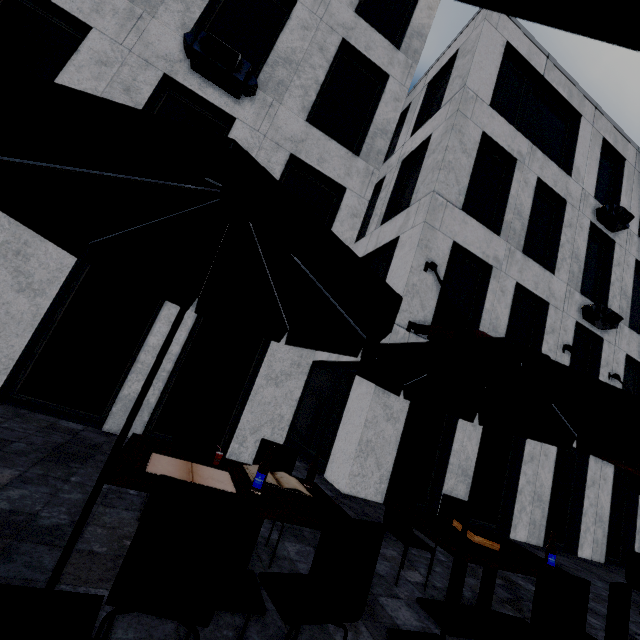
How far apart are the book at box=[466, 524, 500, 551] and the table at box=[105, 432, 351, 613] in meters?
2.4

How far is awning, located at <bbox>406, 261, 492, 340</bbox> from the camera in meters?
6.3 m

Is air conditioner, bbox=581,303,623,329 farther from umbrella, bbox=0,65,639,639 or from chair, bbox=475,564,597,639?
umbrella, bbox=0,65,639,639

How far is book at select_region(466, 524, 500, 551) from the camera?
3.6 meters

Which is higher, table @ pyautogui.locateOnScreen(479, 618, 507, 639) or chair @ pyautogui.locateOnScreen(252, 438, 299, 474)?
chair @ pyautogui.locateOnScreen(252, 438, 299, 474)

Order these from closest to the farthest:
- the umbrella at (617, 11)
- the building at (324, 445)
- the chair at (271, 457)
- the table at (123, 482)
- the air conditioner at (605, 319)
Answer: the umbrella at (617, 11) → the table at (123, 482) → the chair at (271, 457) → the building at (324, 445) → the air conditioner at (605, 319)

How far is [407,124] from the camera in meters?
13.2 m

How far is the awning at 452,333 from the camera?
6.3m
